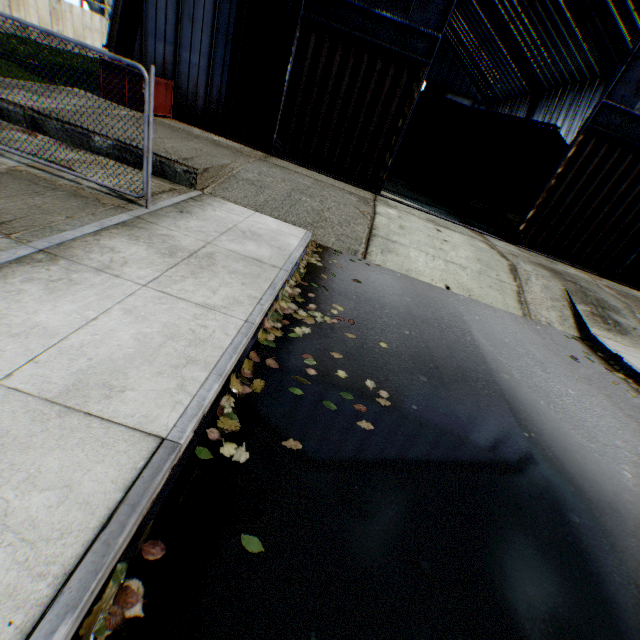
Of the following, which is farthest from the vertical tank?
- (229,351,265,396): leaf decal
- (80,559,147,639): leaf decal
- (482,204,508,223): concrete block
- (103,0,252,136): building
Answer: (80,559,147,639): leaf decal

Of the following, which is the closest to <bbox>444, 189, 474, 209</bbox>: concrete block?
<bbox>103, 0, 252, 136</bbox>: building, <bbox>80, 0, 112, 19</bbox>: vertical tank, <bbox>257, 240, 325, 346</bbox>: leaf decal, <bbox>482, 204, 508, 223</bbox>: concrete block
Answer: <bbox>482, 204, 508, 223</bbox>: concrete block

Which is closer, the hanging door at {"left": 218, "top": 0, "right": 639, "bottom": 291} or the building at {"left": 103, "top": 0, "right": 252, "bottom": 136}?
the hanging door at {"left": 218, "top": 0, "right": 639, "bottom": 291}

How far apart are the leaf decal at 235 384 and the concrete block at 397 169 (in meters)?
20.30

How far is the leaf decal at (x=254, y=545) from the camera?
2.2m

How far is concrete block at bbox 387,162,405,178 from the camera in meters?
21.0

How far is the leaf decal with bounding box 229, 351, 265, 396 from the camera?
3.36m

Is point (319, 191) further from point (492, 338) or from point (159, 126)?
point (492, 338)
